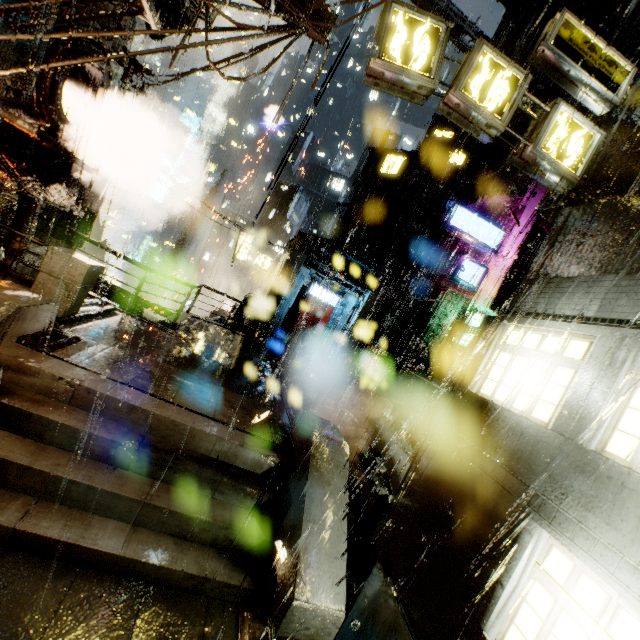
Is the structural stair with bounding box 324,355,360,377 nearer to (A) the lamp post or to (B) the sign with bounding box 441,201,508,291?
(B) the sign with bounding box 441,201,508,291

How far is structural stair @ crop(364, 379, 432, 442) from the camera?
11.5 meters

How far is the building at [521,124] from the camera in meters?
24.9

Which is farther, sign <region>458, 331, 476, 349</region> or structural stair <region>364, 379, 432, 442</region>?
sign <region>458, 331, 476, 349</region>

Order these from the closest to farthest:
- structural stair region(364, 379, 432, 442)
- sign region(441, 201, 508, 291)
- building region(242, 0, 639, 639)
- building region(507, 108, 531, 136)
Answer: building region(242, 0, 639, 639), structural stair region(364, 379, 432, 442), sign region(441, 201, 508, 291), building region(507, 108, 531, 136)

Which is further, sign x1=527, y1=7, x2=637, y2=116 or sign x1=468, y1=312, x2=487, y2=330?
sign x1=468, y1=312, x2=487, y2=330

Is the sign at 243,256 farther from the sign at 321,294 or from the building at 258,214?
the sign at 321,294

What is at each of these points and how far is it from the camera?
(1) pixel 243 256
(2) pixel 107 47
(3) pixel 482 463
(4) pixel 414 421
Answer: (1) sign, 25.8 meters
(2) building, 9.0 meters
(3) building, 5.9 meters
(4) structural stair, 11.7 meters
